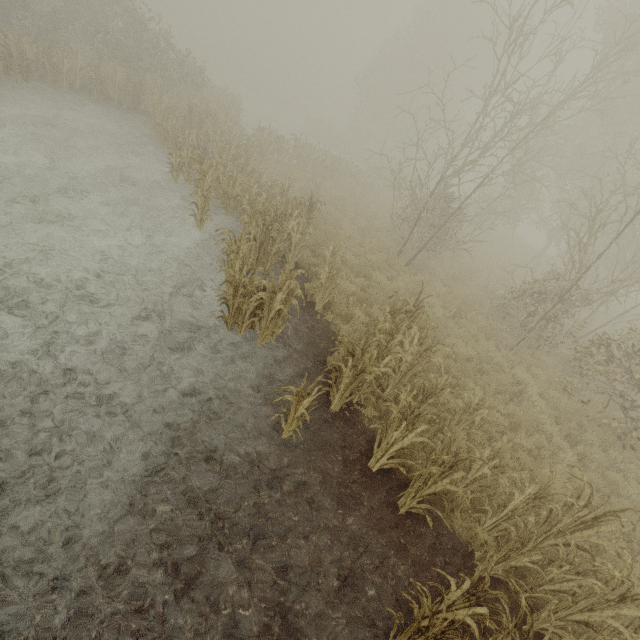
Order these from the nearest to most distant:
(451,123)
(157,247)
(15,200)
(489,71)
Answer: (15,200) → (157,247) → (451,123) → (489,71)
